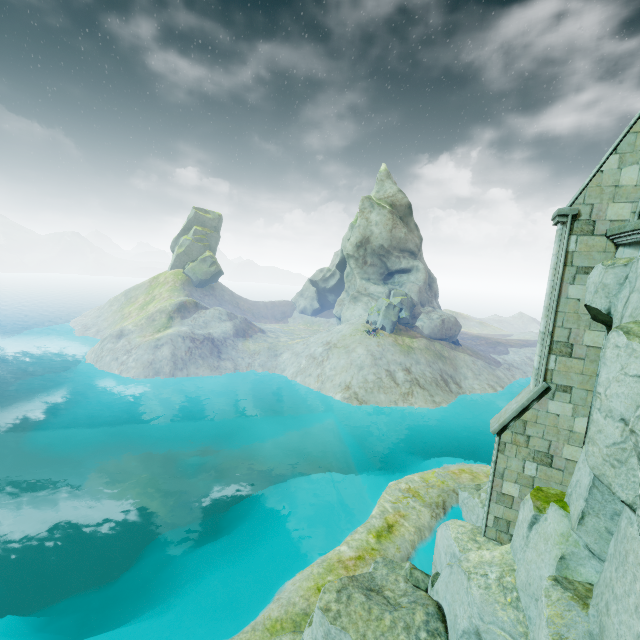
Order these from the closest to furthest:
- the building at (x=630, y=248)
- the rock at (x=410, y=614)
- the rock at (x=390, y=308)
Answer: the rock at (x=410, y=614), the building at (x=630, y=248), the rock at (x=390, y=308)

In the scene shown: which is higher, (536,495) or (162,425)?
(536,495)

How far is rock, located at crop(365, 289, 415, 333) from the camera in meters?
43.2

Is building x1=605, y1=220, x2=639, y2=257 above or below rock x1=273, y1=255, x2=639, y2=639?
above

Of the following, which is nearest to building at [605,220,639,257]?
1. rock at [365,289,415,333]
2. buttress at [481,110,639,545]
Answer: buttress at [481,110,639,545]

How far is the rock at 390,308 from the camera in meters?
43.2 m

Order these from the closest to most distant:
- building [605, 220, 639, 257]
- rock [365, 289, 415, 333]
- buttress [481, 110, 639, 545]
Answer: building [605, 220, 639, 257], buttress [481, 110, 639, 545], rock [365, 289, 415, 333]

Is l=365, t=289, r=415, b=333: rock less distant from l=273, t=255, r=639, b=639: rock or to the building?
l=273, t=255, r=639, b=639: rock
